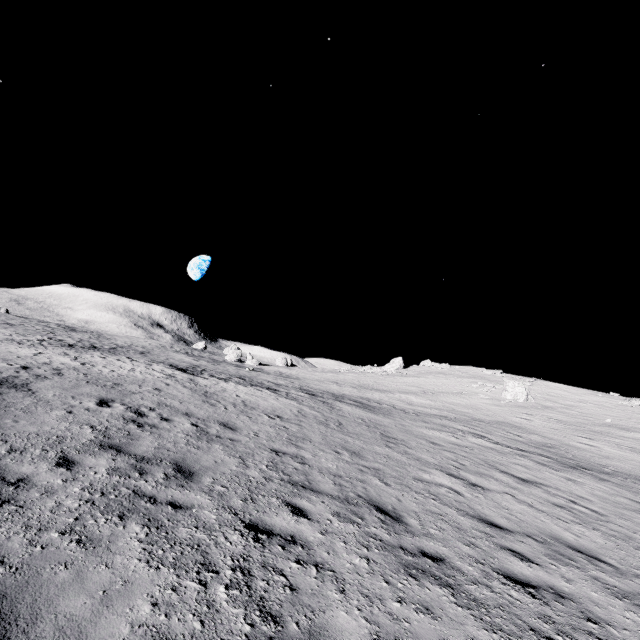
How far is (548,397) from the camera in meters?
39.8
